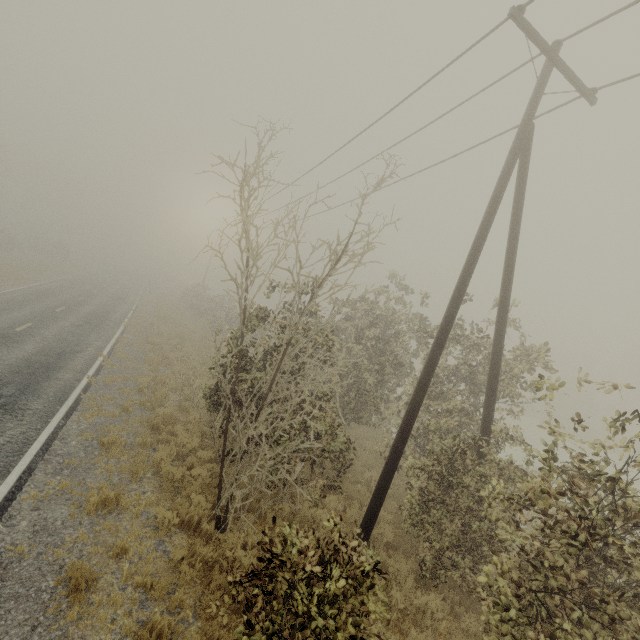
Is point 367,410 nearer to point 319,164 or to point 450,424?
point 450,424

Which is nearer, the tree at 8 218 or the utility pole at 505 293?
the utility pole at 505 293

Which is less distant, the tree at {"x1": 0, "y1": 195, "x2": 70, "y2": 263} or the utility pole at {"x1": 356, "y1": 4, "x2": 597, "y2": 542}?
the utility pole at {"x1": 356, "y1": 4, "x2": 597, "y2": 542}
